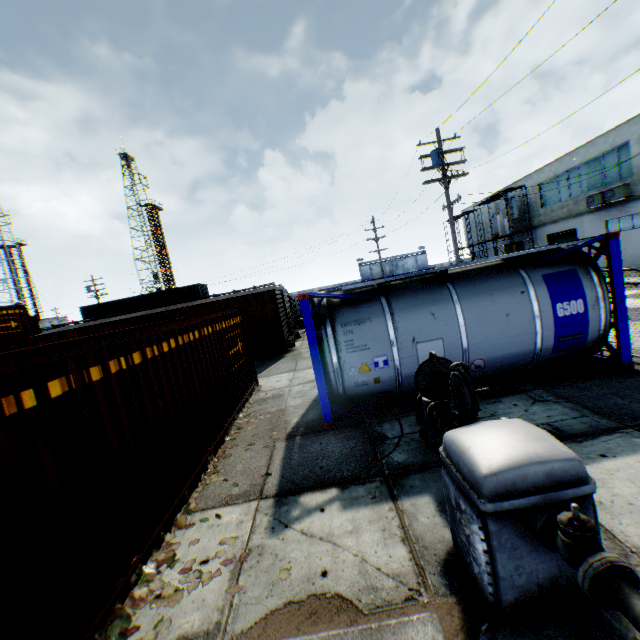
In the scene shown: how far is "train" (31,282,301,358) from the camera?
16.6m

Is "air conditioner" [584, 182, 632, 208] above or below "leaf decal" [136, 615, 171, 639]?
above

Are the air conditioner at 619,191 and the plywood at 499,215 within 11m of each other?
yes

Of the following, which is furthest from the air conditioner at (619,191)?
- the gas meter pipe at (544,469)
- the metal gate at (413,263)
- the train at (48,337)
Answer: the metal gate at (413,263)

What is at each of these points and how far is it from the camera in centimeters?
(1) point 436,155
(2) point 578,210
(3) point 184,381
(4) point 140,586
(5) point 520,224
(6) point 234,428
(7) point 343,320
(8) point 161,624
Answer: (1) electric pole, 1603cm
(2) building, 2616cm
(3) storage container, 616cm
(4) leaf decal, 376cm
(5) building, 3347cm
(6) leaf decal, 805cm
(7) tank container, 704cm
(8) leaf decal, 326cm

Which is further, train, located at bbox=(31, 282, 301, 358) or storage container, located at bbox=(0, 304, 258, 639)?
train, located at bbox=(31, 282, 301, 358)

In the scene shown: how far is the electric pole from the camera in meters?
16.1

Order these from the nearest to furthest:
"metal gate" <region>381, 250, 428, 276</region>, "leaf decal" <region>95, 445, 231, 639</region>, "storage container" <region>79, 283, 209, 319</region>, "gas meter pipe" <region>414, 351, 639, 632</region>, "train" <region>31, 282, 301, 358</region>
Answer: "gas meter pipe" <region>414, 351, 639, 632</region> < "leaf decal" <region>95, 445, 231, 639</region> < "train" <region>31, 282, 301, 358</region> < "storage container" <region>79, 283, 209, 319</region> < "metal gate" <region>381, 250, 428, 276</region>
